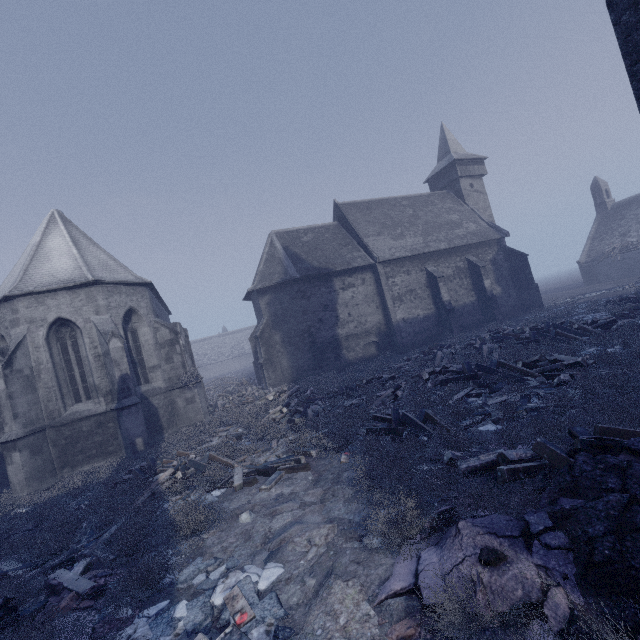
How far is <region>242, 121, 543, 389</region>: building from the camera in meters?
22.2

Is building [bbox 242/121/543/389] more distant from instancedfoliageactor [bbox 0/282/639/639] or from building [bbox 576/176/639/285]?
building [bbox 576/176/639/285]

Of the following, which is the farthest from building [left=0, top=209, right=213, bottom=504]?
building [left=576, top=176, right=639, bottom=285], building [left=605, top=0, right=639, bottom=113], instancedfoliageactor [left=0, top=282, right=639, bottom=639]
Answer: building [left=576, top=176, right=639, bottom=285]

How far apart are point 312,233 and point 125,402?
18.10m

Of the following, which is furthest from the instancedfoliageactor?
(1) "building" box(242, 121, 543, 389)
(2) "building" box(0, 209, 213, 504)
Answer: (1) "building" box(242, 121, 543, 389)

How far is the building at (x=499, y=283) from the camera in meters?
22.2

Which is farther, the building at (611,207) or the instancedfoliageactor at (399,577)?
the building at (611,207)

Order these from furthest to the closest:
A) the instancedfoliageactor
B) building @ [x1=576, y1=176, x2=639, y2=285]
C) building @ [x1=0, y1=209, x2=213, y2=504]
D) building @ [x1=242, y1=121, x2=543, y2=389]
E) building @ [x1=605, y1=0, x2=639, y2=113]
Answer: building @ [x1=576, y1=176, x2=639, y2=285] < building @ [x1=242, y1=121, x2=543, y2=389] < building @ [x1=0, y1=209, x2=213, y2=504] < building @ [x1=605, y1=0, x2=639, y2=113] < the instancedfoliageactor
